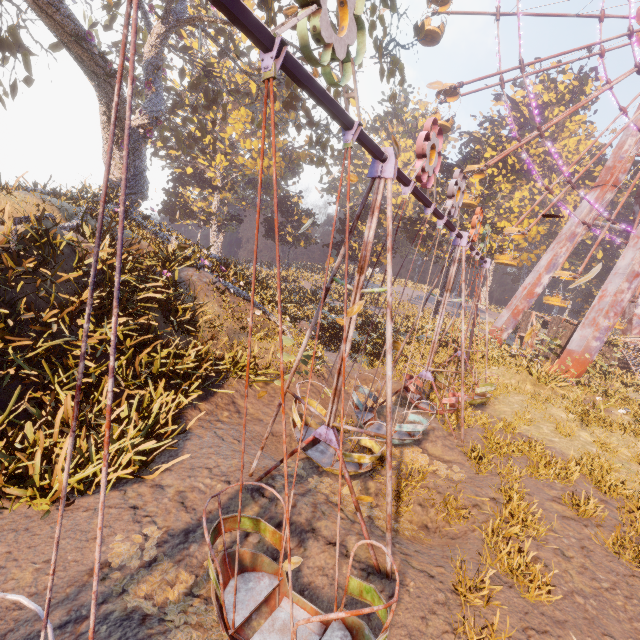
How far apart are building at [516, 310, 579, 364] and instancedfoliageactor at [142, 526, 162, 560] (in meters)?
26.14

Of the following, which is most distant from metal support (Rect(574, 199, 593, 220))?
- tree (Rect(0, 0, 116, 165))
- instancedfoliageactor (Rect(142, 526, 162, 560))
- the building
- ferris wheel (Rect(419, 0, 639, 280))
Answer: instancedfoliageactor (Rect(142, 526, 162, 560))

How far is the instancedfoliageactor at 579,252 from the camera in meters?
48.3 m

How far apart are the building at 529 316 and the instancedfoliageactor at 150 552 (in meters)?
26.14

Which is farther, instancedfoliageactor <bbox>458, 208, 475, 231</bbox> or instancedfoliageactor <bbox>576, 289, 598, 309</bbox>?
instancedfoliageactor <bbox>576, 289, 598, 309</bbox>

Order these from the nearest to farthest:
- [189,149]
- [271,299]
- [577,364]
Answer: [271,299]
[577,364]
[189,149]

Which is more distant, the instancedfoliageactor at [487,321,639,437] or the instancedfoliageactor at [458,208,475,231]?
the instancedfoliageactor at [458,208,475,231]

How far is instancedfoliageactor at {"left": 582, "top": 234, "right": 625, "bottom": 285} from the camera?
44.59m
